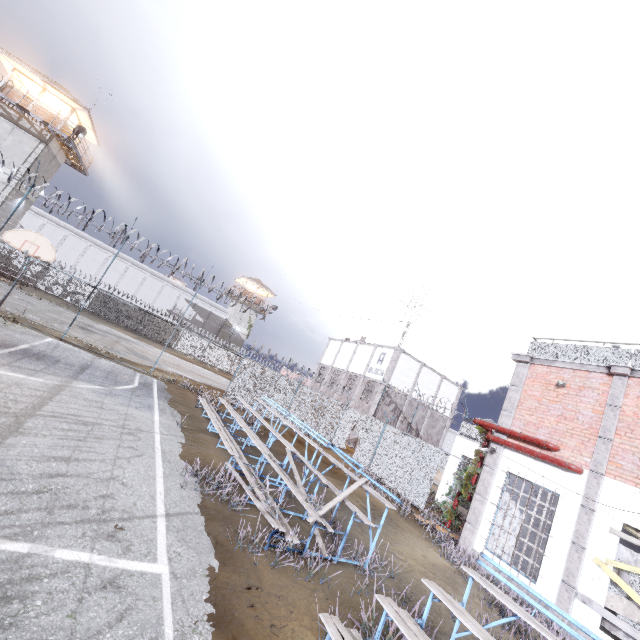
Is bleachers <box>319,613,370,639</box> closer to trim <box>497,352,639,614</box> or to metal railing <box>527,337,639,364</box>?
trim <box>497,352,639,614</box>

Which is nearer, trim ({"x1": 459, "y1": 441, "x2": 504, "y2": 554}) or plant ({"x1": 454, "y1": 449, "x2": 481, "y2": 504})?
trim ({"x1": 459, "y1": 441, "x2": 504, "y2": 554})

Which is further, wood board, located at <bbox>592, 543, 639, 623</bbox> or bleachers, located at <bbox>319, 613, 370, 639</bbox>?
wood board, located at <bbox>592, 543, 639, 623</bbox>

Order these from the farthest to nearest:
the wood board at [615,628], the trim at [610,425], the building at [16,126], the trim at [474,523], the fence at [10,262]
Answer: the building at [16,126]
the fence at [10,262]
the trim at [474,523]
the trim at [610,425]
the wood board at [615,628]

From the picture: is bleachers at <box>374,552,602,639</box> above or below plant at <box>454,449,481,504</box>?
below

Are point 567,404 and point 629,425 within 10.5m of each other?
yes

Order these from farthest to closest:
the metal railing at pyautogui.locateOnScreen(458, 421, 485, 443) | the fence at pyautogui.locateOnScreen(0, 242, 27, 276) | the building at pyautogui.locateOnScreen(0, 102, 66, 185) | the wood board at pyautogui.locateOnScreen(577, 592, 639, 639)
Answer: the building at pyautogui.locateOnScreen(0, 102, 66, 185), the metal railing at pyautogui.locateOnScreen(458, 421, 485, 443), the fence at pyautogui.locateOnScreen(0, 242, 27, 276), the wood board at pyautogui.locateOnScreen(577, 592, 639, 639)

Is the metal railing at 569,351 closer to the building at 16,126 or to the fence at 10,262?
the fence at 10,262
